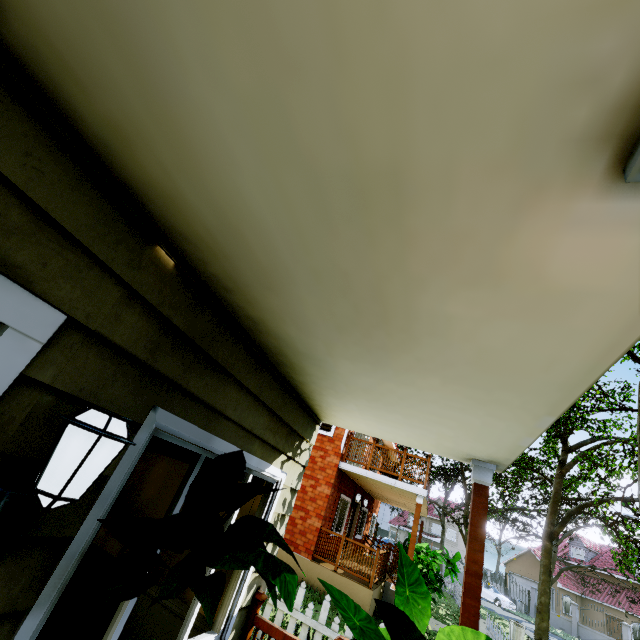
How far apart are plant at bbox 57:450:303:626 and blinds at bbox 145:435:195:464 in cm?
58

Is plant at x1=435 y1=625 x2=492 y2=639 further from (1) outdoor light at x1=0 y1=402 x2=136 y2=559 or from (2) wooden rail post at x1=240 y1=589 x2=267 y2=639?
(2) wooden rail post at x1=240 y1=589 x2=267 y2=639

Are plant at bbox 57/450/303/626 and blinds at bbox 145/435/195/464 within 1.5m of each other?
yes

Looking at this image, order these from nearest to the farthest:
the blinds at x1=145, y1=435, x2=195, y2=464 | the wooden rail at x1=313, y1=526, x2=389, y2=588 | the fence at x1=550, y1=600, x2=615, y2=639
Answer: the blinds at x1=145, y1=435, x2=195, y2=464
the wooden rail at x1=313, y1=526, x2=389, y2=588
the fence at x1=550, y1=600, x2=615, y2=639

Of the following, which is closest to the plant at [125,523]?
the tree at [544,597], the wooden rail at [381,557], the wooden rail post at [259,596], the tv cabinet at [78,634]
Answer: the wooden rail post at [259,596]

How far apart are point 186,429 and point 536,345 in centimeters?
186cm

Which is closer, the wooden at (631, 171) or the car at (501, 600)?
the wooden at (631, 171)

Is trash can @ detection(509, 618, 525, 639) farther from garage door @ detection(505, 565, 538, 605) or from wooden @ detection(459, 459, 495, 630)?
garage door @ detection(505, 565, 538, 605)
